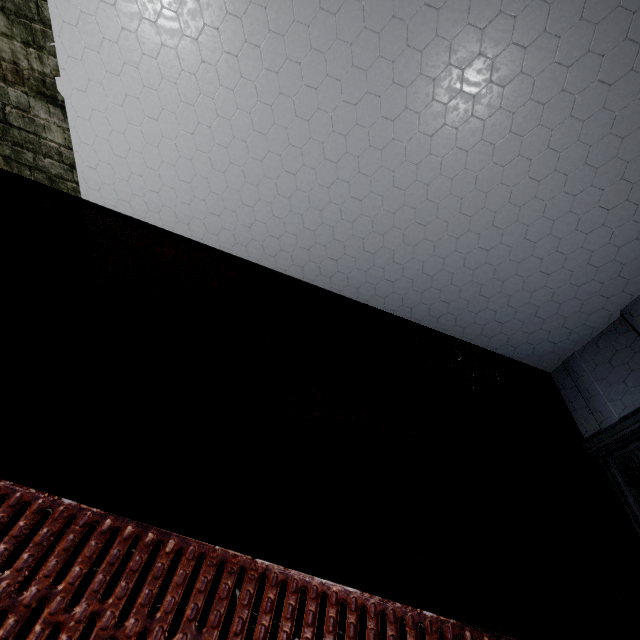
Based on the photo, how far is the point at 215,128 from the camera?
1.5m
